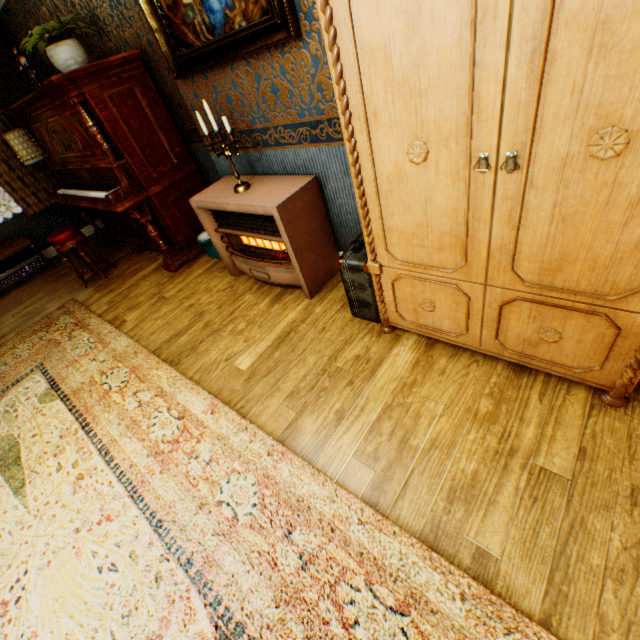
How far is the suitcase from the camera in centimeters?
214cm

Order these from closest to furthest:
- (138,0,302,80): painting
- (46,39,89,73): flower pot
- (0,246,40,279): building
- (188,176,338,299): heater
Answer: (138,0,302,80): painting
(188,176,338,299): heater
(46,39,89,73): flower pot
(0,246,40,279): building

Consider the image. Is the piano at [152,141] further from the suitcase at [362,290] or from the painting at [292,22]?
the suitcase at [362,290]

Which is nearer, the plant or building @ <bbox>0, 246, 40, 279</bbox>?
the plant

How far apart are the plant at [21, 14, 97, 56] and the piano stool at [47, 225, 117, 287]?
1.8m

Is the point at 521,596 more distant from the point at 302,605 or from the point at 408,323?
the point at 408,323

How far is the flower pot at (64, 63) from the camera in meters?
3.1

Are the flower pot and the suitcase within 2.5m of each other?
no
